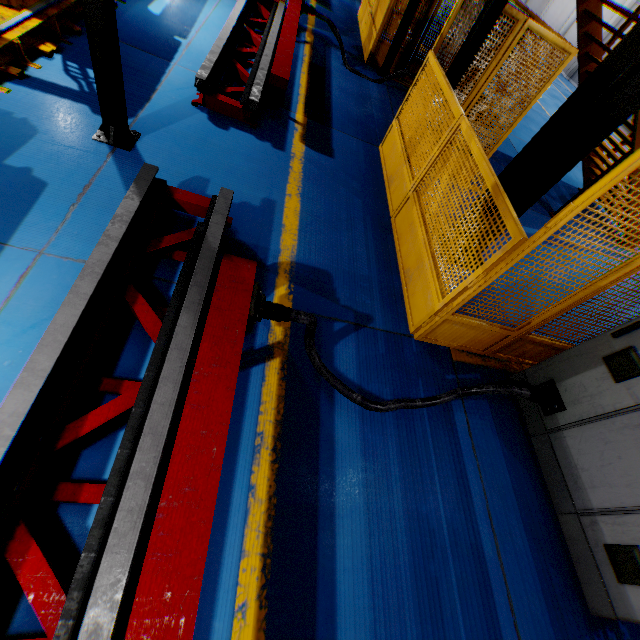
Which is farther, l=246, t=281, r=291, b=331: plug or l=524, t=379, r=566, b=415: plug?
l=524, t=379, r=566, b=415: plug

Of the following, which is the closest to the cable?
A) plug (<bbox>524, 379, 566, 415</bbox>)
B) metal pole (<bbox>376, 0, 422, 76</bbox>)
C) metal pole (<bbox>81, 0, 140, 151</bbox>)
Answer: plug (<bbox>524, 379, 566, 415</bbox>)

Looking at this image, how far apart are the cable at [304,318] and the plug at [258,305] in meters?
0.0

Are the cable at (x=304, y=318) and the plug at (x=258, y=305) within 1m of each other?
yes

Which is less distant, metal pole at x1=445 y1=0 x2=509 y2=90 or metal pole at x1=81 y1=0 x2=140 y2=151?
metal pole at x1=81 y1=0 x2=140 y2=151

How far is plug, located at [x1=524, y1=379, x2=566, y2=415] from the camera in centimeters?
314cm

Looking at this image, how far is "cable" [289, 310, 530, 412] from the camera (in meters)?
2.58

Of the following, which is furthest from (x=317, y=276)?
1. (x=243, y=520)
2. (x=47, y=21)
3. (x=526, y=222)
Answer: (x=526, y=222)
